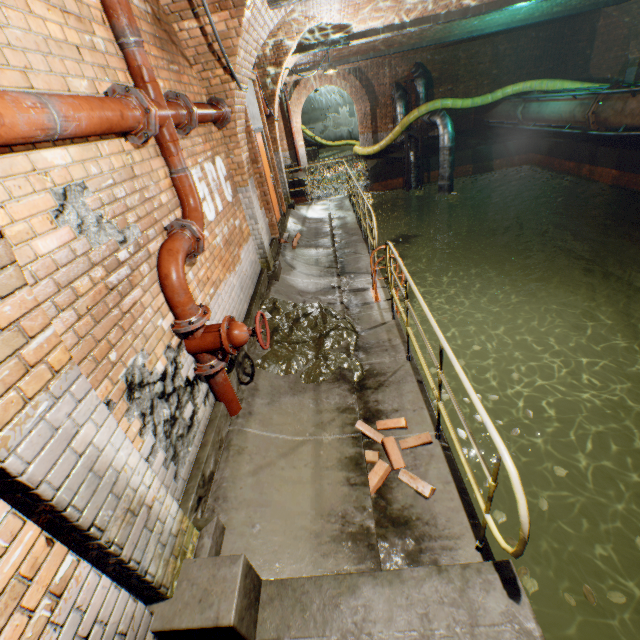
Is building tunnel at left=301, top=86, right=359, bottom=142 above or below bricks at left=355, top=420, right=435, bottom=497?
above

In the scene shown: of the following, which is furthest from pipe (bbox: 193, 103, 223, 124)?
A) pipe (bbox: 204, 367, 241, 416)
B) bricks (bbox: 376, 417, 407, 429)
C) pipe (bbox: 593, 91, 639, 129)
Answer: pipe (bbox: 593, 91, 639, 129)

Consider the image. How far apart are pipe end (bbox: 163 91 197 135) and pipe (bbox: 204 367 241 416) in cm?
240

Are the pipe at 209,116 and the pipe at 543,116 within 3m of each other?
no

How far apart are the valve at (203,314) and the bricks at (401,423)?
1.5 meters

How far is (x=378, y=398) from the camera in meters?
3.9 m

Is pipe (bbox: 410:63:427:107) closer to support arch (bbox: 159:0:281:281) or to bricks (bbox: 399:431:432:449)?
support arch (bbox: 159:0:281:281)

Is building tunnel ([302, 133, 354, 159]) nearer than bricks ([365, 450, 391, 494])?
No
